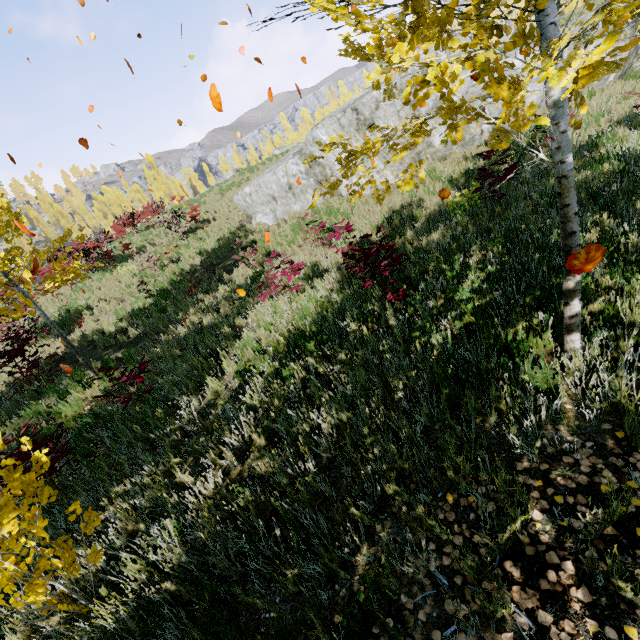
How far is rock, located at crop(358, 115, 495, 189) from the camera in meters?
11.9

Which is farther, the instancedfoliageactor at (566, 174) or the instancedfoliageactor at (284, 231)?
the instancedfoliageactor at (284, 231)

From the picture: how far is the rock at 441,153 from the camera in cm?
1190

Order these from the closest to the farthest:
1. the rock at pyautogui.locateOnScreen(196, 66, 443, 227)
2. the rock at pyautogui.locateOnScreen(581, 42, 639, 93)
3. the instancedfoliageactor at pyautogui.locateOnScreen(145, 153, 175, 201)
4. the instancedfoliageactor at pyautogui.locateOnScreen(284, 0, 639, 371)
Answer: the instancedfoliageactor at pyautogui.locateOnScreen(284, 0, 639, 371) < the rock at pyautogui.locateOnScreen(581, 42, 639, 93) < the rock at pyautogui.locateOnScreen(196, 66, 443, 227) < the instancedfoliageactor at pyautogui.locateOnScreen(145, 153, 175, 201)

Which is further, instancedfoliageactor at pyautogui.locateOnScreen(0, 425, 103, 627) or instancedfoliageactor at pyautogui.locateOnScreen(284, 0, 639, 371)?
instancedfoliageactor at pyautogui.locateOnScreen(0, 425, 103, 627)

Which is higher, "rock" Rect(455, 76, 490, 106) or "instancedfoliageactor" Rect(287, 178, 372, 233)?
"rock" Rect(455, 76, 490, 106)

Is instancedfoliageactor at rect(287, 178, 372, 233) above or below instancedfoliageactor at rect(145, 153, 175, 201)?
below

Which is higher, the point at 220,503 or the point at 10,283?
the point at 10,283
